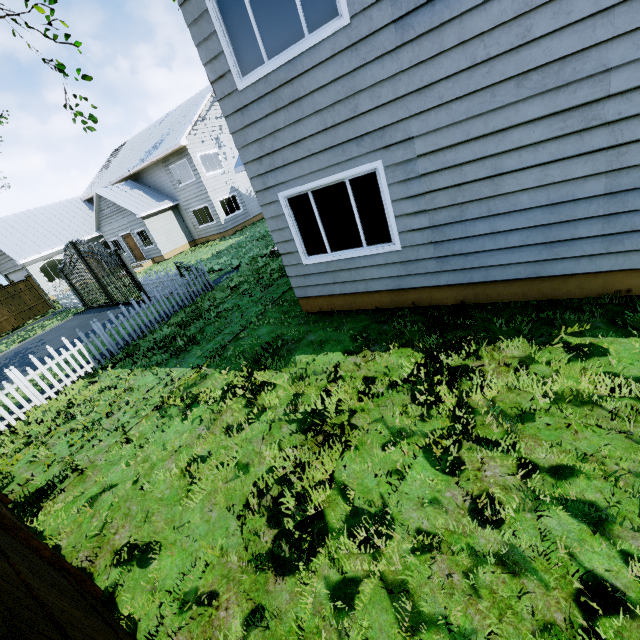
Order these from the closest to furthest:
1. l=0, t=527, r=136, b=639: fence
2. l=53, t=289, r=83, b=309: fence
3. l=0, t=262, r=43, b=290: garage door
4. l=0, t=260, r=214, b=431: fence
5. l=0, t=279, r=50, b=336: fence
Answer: l=0, t=527, r=136, b=639: fence → l=0, t=260, r=214, b=431: fence → l=53, t=289, r=83, b=309: fence → l=0, t=279, r=50, b=336: fence → l=0, t=262, r=43, b=290: garage door

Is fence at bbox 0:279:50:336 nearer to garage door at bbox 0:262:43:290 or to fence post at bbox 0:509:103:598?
fence post at bbox 0:509:103:598

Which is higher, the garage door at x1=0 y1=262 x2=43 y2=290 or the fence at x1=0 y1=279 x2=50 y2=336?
the garage door at x1=0 y1=262 x2=43 y2=290

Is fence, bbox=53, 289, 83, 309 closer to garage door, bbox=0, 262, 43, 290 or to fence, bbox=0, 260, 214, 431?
fence, bbox=0, 260, 214, 431

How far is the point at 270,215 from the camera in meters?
6.1

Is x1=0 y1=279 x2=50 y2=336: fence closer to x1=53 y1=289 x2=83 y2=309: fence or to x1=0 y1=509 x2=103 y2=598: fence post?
x1=0 y1=509 x2=103 y2=598: fence post

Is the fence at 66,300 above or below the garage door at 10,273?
below

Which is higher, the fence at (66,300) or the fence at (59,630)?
the fence at (59,630)
